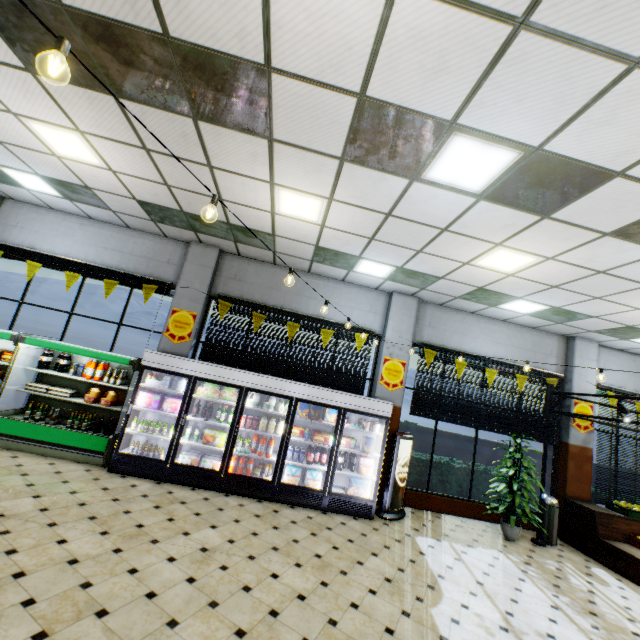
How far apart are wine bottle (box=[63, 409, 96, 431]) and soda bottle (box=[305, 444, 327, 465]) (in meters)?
4.70

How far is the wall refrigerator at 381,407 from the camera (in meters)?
6.28

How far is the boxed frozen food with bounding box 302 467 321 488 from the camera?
6.4 meters

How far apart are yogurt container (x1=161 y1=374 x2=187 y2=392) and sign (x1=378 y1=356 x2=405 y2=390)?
4.5m

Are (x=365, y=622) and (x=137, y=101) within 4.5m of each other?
no

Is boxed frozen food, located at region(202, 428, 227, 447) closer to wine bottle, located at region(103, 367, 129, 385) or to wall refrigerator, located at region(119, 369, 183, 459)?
wall refrigerator, located at region(119, 369, 183, 459)

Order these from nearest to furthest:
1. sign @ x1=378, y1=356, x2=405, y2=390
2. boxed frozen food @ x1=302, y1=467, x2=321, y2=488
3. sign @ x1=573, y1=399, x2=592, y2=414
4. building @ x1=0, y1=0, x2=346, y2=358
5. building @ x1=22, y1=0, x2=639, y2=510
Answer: building @ x1=22, y1=0, x2=639, y2=510 < building @ x1=0, y1=0, x2=346, y2=358 < boxed frozen food @ x1=302, y1=467, x2=321, y2=488 < sign @ x1=378, y1=356, x2=405, y2=390 < sign @ x1=573, y1=399, x2=592, y2=414

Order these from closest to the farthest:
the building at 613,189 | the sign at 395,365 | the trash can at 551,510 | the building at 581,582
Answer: the building at 613,189, the building at 581,582, the trash can at 551,510, the sign at 395,365
